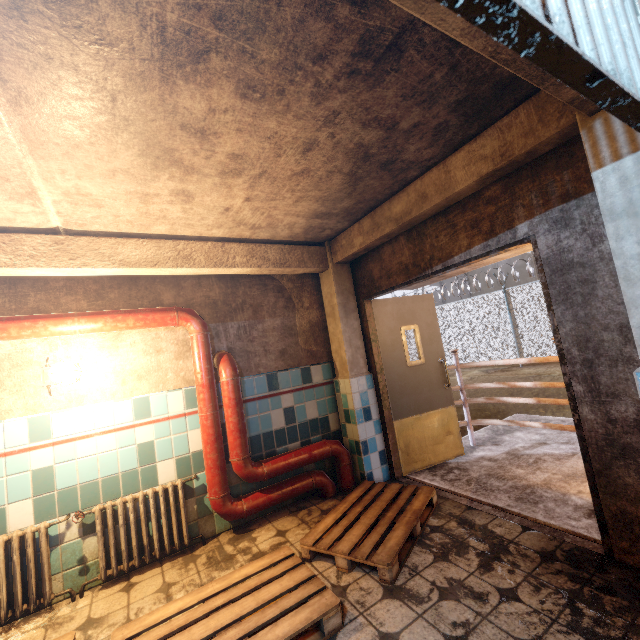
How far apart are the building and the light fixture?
20.3m

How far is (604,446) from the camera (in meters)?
2.08

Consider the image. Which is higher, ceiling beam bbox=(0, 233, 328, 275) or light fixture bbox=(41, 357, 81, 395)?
ceiling beam bbox=(0, 233, 328, 275)

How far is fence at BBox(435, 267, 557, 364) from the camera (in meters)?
10.93

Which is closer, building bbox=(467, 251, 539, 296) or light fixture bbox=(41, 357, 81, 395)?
light fixture bbox=(41, 357, 81, 395)

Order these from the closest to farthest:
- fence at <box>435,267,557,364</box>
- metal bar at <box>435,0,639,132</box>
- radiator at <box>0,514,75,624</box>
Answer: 1. metal bar at <box>435,0,639,132</box>
2. radiator at <box>0,514,75,624</box>
3. fence at <box>435,267,557,364</box>

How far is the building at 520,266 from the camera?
17.7m

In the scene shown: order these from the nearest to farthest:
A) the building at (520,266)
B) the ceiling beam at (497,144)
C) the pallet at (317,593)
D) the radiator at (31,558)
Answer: the ceiling beam at (497,144) → the pallet at (317,593) → the radiator at (31,558) → the building at (520,266)
